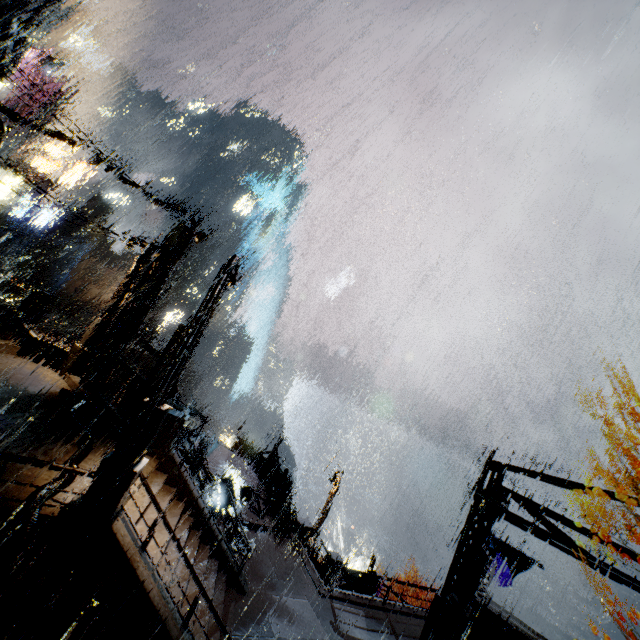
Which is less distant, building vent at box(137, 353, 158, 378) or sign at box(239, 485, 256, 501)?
sign at box(239, 485, 256, 501)

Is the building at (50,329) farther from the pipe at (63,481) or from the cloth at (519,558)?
the cloth at (519,558)

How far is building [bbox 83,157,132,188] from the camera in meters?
13.8

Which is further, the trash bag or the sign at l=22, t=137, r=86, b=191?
the sign at l=22, t=137, r=86, b=191

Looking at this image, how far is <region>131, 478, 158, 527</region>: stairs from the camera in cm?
971

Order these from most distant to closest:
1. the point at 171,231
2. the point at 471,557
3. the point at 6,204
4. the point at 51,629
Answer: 1. the point at 6,204
2. the point at 171,231
3. the point at 471,557
4. the point at 51,629

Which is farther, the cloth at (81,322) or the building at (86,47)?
the cloth at (81,322)

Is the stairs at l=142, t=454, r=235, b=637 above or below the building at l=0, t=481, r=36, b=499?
below
